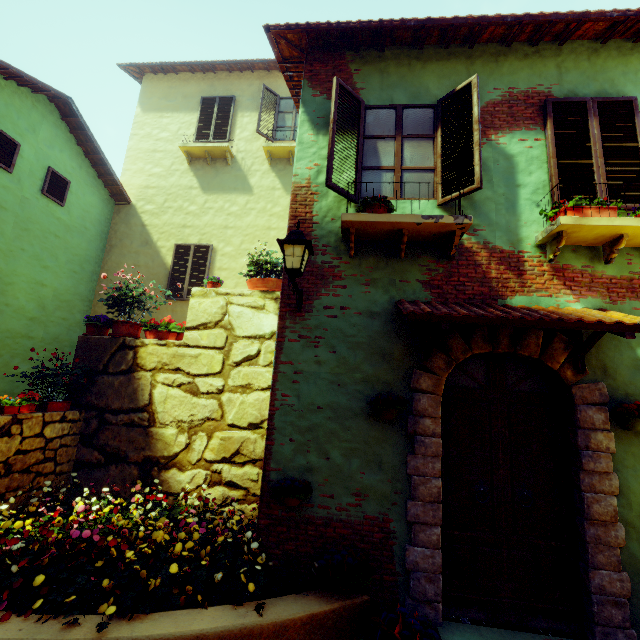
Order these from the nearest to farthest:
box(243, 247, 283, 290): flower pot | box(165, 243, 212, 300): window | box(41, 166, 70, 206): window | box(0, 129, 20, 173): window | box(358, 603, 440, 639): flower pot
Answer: box(358, 603, 440, 639): flower pot < box(243, 247, 283, 290): flower pot < box(0, 129, 20, 173): window < box(41, 166, 70, 206): window < box(165, 243, 212, 300): window

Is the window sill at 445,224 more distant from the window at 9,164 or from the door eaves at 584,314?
the door eaves at 584,314

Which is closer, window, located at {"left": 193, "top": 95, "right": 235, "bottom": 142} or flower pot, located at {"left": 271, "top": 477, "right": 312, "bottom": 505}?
flower pot, located at {"left": 271, "top": 477, "right": 312, "bottom": 505}

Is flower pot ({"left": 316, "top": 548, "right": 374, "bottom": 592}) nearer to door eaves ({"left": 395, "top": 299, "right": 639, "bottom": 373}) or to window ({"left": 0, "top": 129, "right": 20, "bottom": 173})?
door eaves ({"left": 395, "top": 299, "right": 639, "bottom": 373})

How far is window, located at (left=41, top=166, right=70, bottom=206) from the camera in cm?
741

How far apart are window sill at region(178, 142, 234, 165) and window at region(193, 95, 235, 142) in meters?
0.5 m

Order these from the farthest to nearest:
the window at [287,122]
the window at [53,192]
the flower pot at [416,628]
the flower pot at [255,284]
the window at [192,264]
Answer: the window at [287,122]
the window at [192,264]
the window at [53,192]
the flower pot at [255,284]
the flower pot at [416,628]

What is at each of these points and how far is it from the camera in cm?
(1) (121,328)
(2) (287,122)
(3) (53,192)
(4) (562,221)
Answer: (1) flower pot, 578
(2) window, 968
(3) window, 762
(4) window sill, 358
